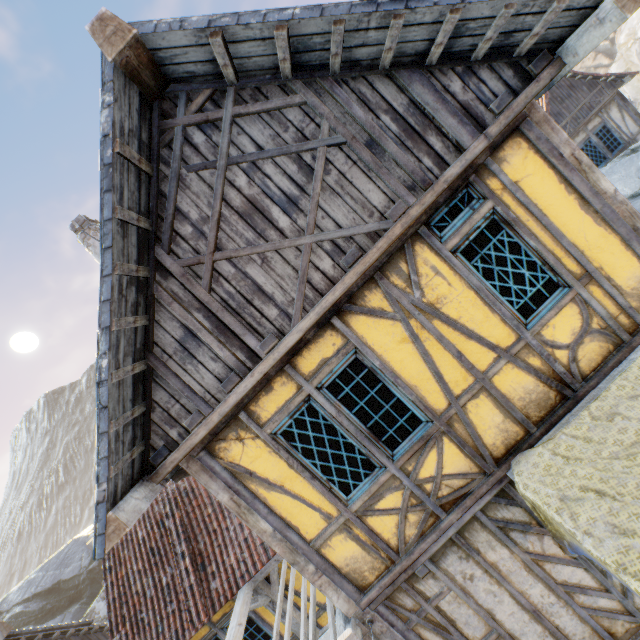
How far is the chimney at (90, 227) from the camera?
8.53m

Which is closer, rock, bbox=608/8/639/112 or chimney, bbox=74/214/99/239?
chimney, bbox=74/214/99/239

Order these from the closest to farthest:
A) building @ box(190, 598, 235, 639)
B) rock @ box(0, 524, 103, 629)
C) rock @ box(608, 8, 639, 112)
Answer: building @ box(190, 598, 235, 639) < rock @ box(0, 524, 103, 629) < rock @ box(608, 8, 639, 112)

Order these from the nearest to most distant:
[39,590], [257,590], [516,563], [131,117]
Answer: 1. [131,117]
2. [516,563]
3. [257,590]
4. [39,590]

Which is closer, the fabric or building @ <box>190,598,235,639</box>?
the fabric

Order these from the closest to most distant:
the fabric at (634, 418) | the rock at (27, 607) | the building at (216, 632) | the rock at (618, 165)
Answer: the fabric at (634, 418) → the building at (216, 632) → the rock at (618, 165) → the rock at (27, 607)

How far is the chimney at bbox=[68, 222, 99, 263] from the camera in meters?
8.5
